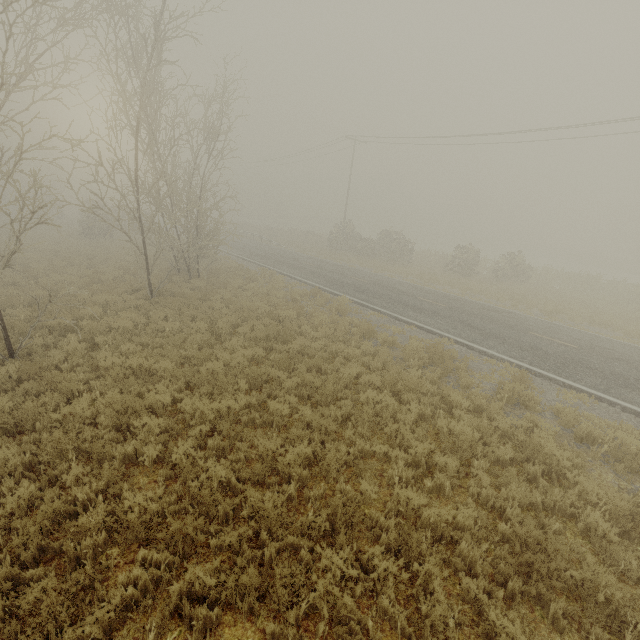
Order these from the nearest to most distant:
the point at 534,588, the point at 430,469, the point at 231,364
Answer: the point at 534,588, the point at 430,469, the point at 231,364
